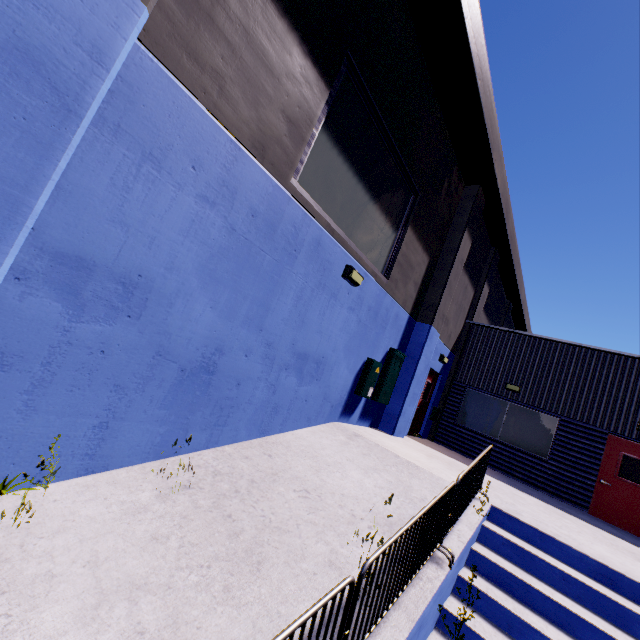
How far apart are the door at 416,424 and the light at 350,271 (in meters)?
5.99

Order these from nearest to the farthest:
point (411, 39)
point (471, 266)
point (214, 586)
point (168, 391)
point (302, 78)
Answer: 1. point (214, 586)
2. point (168, 391)
3. point (302, 78)
4. point (411, 39)
5. point (471, 266)

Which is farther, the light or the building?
the light

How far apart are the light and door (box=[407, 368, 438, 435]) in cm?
599

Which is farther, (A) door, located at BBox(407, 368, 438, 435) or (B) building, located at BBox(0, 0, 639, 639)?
(A) door, located at BBox(407, 368, 438, 435)

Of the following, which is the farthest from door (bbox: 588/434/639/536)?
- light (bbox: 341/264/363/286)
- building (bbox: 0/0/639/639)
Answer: light (bbox: 341/264/363/286)

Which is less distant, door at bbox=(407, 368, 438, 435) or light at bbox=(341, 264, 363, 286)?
light at bbox=(341, 264, 363, 286)

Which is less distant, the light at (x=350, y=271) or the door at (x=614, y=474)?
the light at (x=350, y=271)
